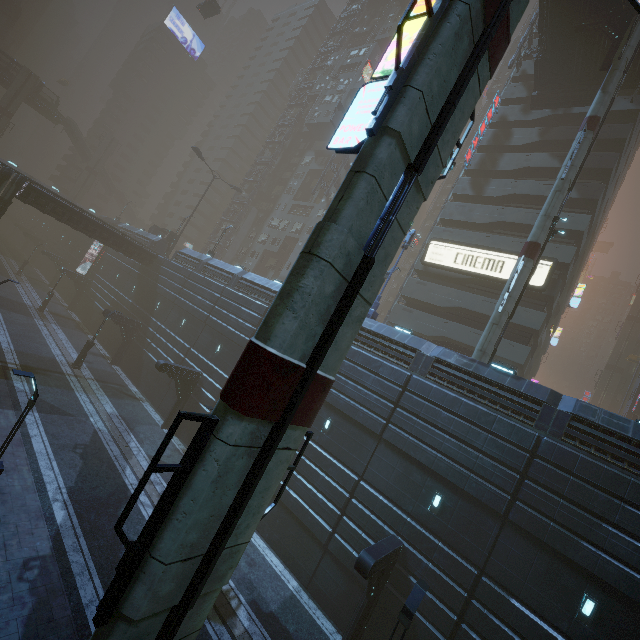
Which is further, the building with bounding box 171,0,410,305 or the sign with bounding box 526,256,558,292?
the building with bounding box 171,0,410,305

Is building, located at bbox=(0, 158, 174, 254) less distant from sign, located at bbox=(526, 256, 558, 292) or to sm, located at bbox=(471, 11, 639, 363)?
sign, located at bbox=(526, 256, 558, 292)

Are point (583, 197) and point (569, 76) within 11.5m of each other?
yes

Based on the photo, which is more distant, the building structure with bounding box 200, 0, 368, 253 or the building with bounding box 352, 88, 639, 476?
the building structure with bounding box 200, 0, 368, 253

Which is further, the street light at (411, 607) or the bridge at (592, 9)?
the bridge at (592, 9)

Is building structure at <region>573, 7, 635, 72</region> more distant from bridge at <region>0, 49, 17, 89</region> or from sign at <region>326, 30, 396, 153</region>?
bridge at <region>0, 49, 17, 89</region>

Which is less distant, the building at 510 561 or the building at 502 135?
the building at 510 561

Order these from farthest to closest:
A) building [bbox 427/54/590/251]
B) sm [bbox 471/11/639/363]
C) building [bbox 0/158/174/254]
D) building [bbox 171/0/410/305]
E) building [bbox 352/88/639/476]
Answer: building [bbox 0/158/174/254] < building [bbox 171/0/410/305] < building [bbox 427/54/590/251] < sm [bbox 471/11/639/363] < building [bbox 352/88/639/476]
